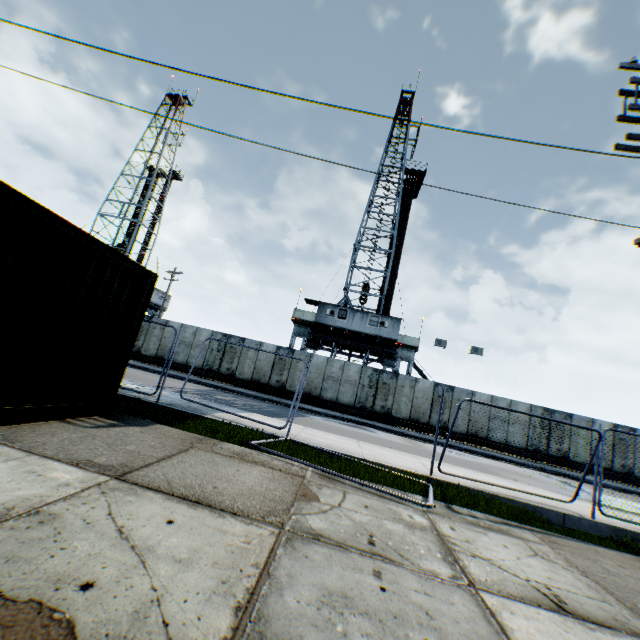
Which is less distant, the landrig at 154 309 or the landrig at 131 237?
the landrig at 154 309

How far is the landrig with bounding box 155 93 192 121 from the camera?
44.0 meters

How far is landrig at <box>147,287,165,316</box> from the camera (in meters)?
39.37

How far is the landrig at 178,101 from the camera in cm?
4403

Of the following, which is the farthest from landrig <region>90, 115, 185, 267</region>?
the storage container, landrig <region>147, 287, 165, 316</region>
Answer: the storage container

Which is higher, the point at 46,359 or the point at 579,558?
the point at 46,359

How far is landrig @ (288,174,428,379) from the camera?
26.23m
